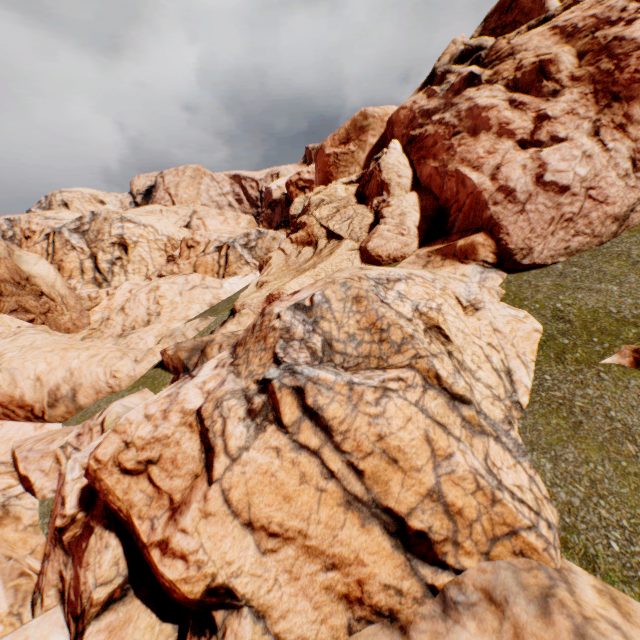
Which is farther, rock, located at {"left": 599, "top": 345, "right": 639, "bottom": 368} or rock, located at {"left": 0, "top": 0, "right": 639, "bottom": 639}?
rock, located at {"left": 599, "top": 345, "right": 639, "bottom": 368}

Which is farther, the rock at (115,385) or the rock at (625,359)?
the rock at (625,359)

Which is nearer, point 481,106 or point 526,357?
point 526,357
